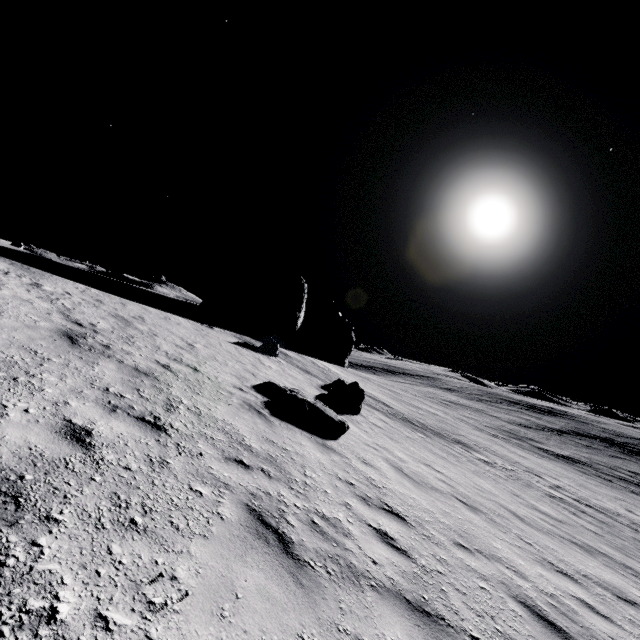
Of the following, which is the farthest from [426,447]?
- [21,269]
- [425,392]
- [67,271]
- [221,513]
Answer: [425,392]

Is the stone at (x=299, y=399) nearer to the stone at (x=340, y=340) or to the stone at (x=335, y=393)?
the stone at (x=335, y=393)

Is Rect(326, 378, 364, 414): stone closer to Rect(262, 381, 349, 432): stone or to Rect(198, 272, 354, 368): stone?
Rect(262, 381, 349, 432): stone

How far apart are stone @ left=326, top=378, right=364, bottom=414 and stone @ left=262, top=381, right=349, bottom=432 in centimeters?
364cm

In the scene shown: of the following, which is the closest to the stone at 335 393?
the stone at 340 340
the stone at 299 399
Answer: the stone at 299 399

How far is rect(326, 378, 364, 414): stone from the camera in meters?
13.7 m

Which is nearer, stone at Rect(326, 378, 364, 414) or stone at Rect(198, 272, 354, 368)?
stone at Rect(326, 378, 364, 414)

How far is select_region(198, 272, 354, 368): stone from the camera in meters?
26.6 m
